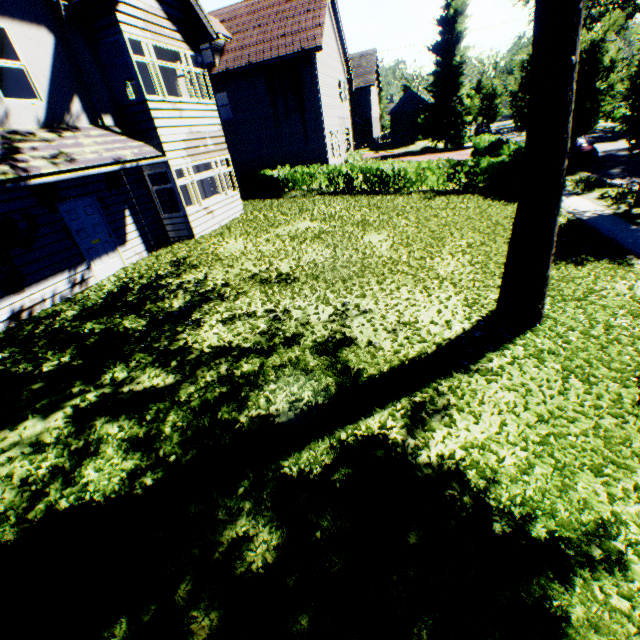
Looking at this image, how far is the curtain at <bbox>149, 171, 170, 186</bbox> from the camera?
11.3 meters

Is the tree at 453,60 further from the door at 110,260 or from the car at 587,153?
the door at 110,260

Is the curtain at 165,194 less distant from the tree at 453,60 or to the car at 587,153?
the tree at 453,60

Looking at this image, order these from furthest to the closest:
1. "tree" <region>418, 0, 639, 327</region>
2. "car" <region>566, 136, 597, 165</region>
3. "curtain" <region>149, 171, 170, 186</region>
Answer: "car" <region>566, 136, 597, 165</region> < "curtain" <region>149, 171, 170, 186</region> < "tree" <region>418, 0, 639, 327</region>

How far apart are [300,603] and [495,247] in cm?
1018

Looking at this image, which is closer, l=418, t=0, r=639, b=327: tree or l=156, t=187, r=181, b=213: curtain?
l=418, t=0, r=639, b=327: tree

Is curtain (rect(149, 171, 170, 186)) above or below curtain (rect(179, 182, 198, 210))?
above
